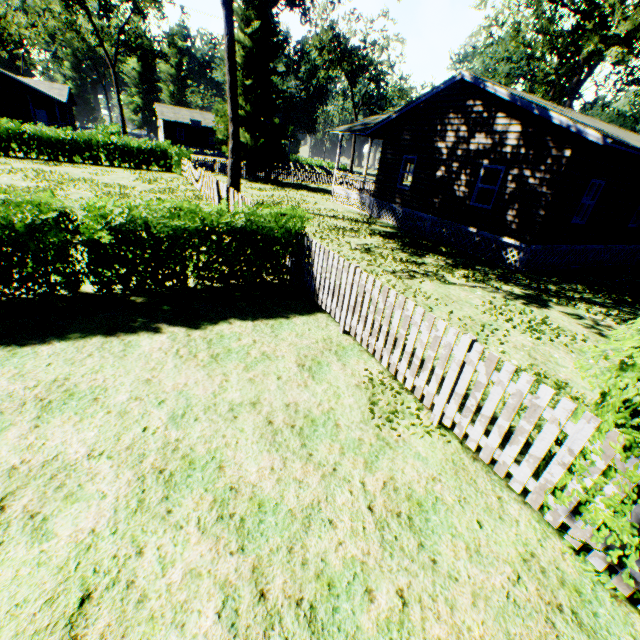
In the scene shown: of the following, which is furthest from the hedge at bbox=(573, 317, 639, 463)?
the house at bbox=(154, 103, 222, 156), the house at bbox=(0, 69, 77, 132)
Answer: the house at bbox=(154, 103, 222, 156)

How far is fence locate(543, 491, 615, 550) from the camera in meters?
2.8

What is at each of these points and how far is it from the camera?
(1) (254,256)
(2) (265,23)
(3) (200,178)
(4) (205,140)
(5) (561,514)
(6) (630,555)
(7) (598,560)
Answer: (1) hedge, 6.7m
(2) plant, 24.7m
(3) fence, 18.2m
(4) house, 55.2m
(5) fence, 3.0m
(6) hedge, 2.4m
(7) fence, 2.8m

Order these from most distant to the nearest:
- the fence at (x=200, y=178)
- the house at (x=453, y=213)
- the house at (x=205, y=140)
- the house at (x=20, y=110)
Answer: the house at (x=205, y=140) < the house at (x=20, y=110) < the fence at (x=200, y=178) < the house at (x=453, y=213)

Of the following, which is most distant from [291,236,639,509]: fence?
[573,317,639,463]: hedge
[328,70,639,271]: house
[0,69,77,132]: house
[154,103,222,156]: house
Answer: [154,103,222,156]: house

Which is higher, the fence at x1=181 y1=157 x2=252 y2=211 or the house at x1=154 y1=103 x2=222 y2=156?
the house at x1=154 y1=103 x2=222 y2=156

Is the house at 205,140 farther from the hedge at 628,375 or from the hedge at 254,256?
the hedge at 628,375
